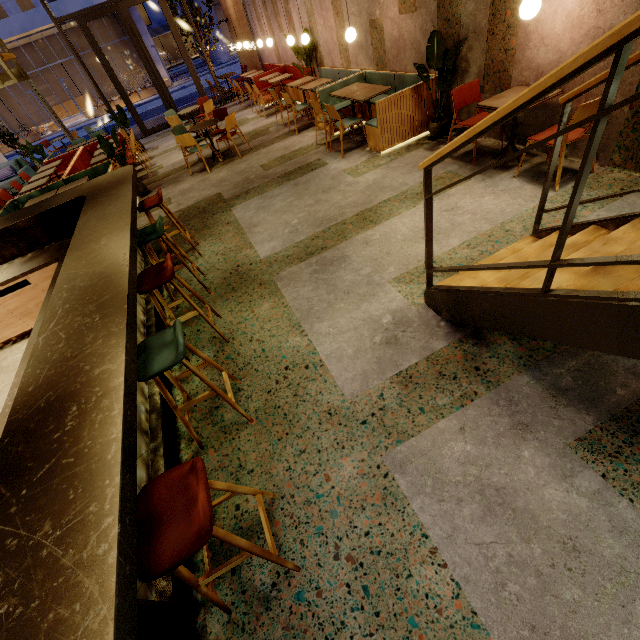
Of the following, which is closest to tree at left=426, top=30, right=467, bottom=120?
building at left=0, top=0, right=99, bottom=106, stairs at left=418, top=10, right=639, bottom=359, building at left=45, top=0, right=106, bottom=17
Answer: stairs at left=418, top=10, right=639, bottom=359

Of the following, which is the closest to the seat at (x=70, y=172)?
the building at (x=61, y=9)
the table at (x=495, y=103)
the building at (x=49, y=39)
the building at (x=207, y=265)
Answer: the building at (x=207, y=265)

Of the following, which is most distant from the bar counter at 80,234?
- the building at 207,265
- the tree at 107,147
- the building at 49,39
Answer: the building at 49,39

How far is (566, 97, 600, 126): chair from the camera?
3.12m

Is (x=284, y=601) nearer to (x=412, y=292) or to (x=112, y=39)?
(x=412, y=292)

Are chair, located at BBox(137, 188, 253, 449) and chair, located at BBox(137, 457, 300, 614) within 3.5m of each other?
yes

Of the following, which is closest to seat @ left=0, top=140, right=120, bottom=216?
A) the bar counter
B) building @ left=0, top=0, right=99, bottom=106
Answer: the bar counter

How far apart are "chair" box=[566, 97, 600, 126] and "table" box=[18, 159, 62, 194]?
10.4m
